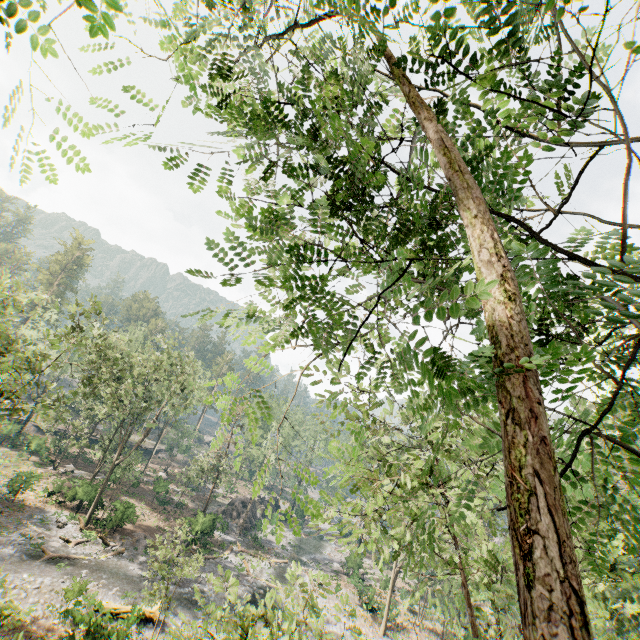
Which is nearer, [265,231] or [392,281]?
[265,231]

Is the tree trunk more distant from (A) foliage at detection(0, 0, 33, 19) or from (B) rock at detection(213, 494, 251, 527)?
(B) rock at detection(213, 494, 251, 527)

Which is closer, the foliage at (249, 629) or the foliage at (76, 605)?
the foliage at (249, 629)

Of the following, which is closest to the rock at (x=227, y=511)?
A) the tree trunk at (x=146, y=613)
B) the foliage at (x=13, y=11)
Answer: the foliage at (x=13, y=11)

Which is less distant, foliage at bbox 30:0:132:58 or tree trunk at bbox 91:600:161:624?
foliage at bbox 30:0:132:58

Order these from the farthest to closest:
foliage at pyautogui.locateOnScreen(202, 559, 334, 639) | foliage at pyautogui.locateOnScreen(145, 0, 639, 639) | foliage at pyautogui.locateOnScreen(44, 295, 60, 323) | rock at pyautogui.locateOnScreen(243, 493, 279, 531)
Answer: rock at pyautogui.locateOnScreen(243, 493, 279, 531), foliage at pyautogui.locateOnScreen(44, 295, 60, 323), foliage at pyautogui.locateOnScreen(202, 559, 334, 639), foliage at pyautogui.locateOnScreen(145, 0, 639, 639)

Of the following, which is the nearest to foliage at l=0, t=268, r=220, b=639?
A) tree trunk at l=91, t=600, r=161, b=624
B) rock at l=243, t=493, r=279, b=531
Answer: tree trunk at l=91, t=600, r=161, b=624

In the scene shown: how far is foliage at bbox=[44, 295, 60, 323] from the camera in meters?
22.7 m
